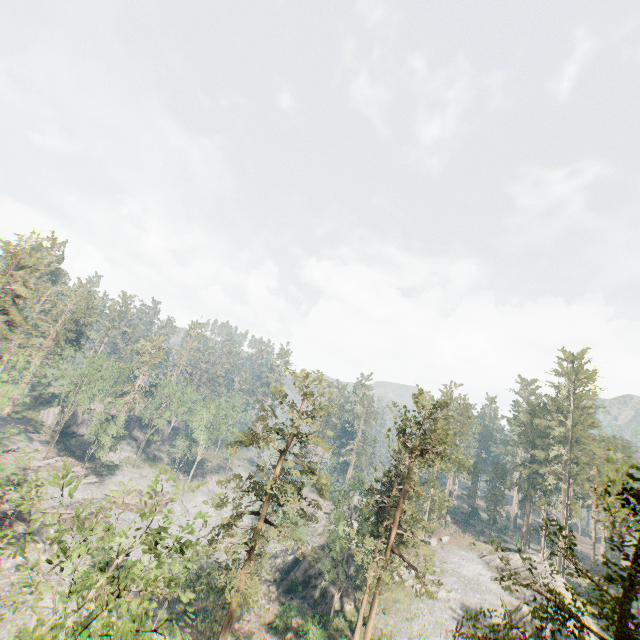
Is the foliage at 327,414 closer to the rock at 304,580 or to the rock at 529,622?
the rock at 304,580

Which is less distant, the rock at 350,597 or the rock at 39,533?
the rock at 39,533

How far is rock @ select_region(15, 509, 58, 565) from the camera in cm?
3762

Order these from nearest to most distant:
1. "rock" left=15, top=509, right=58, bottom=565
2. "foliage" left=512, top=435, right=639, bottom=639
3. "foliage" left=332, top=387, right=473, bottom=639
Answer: "foliage" left=512, top=435, right=639, bottom=639 → "foliage" left=332, top=387, right=473, bottom=639 → "rock" left=15, top=509, right=58, bottom=565

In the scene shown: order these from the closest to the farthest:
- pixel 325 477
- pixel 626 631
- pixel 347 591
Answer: pixel 626 631 < pixel 325 477 < pixel 347 591

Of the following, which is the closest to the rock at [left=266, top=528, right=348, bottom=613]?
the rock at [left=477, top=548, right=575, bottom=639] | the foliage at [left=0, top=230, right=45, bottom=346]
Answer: the foliage at [left=0, top=230, right=45, bottom=346]

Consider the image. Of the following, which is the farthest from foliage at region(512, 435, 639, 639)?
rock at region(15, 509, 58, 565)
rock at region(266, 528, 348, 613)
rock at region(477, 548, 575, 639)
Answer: rock at region(477, 548, 575, 639)

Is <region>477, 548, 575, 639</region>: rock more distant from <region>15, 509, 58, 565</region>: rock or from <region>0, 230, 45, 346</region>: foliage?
<region>15, 509, 58, 565</region>: rock
